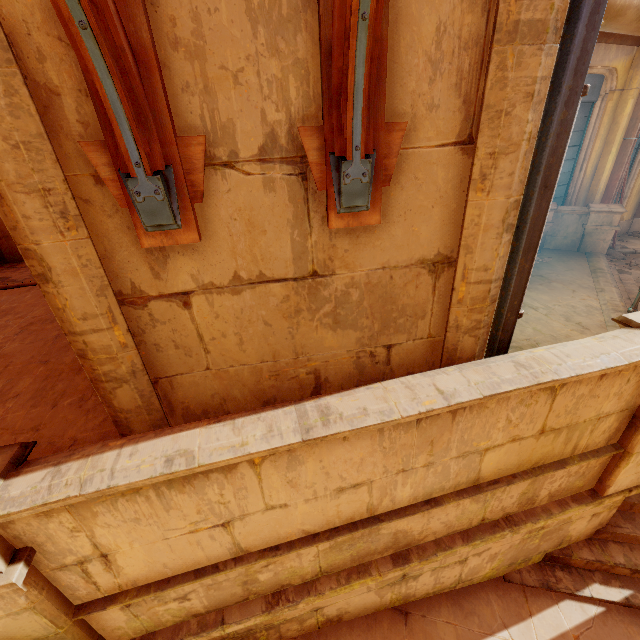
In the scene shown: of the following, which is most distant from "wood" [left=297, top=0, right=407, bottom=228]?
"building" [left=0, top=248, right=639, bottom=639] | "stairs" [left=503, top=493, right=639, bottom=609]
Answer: "stairs" [left=503, top=493, right=639, bottom=609]

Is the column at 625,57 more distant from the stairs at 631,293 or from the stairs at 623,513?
the stairs at 623,513

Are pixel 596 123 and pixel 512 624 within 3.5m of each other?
no

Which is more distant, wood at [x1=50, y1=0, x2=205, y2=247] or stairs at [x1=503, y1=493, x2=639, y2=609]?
stairs at [x1=503, y1=493, x2=639, y2=609]

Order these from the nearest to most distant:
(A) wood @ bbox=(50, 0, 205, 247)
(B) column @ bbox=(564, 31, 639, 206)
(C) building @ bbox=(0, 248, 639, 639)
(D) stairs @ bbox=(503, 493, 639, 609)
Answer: (A) wood @ bbox=(50, 0, 205, 247) → (C) building @ bbox=(0, 248, 639, 639) → (D) stairs @ bbox=(503, 493, 639, 609) → (B) column @ bbox=(564, 31, 639, 206)

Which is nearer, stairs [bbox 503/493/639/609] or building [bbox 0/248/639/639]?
building [bbox 0/248/639/639]

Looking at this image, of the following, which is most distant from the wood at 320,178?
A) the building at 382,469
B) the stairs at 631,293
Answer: the stairs at 631,293

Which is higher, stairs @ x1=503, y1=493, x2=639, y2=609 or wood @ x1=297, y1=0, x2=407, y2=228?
wood @ x1=297, y1=0, x2=407, y2=228
